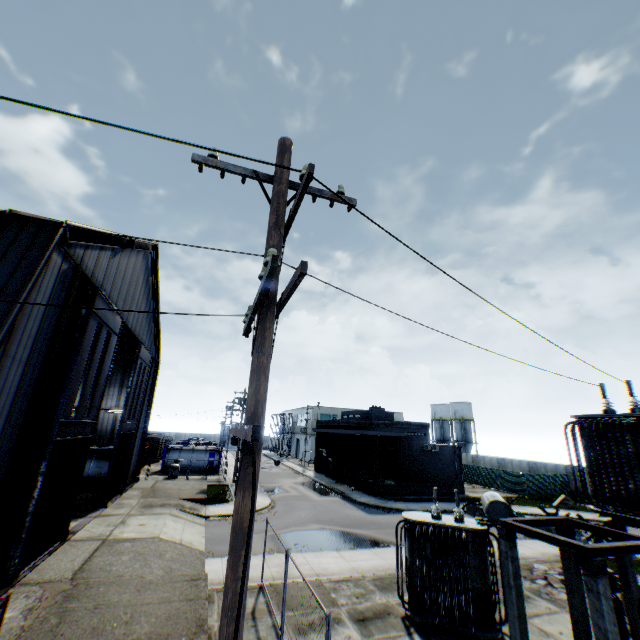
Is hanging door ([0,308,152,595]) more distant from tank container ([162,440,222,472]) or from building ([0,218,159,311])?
tank container ([162,440,222,472])

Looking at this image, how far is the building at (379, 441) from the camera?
32.7m

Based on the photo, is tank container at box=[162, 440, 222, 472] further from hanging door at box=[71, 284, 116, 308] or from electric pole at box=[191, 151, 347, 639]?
electric pole at box=[191, 151, 347, 639]

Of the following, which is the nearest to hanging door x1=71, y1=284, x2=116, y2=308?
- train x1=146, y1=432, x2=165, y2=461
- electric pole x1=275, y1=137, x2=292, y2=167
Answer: electric pole x1=275, y1=137, x2=292, y2=167

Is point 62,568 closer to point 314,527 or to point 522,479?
point 314,527

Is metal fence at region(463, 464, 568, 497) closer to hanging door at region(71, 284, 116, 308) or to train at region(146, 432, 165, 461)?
hanging door at region(71, 284, 116, 308)

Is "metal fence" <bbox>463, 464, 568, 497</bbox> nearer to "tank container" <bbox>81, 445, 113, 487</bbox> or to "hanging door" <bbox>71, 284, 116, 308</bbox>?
"hanging door" <bbox>71, 284, 116, 308</bbox>

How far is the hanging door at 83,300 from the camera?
13.4m
